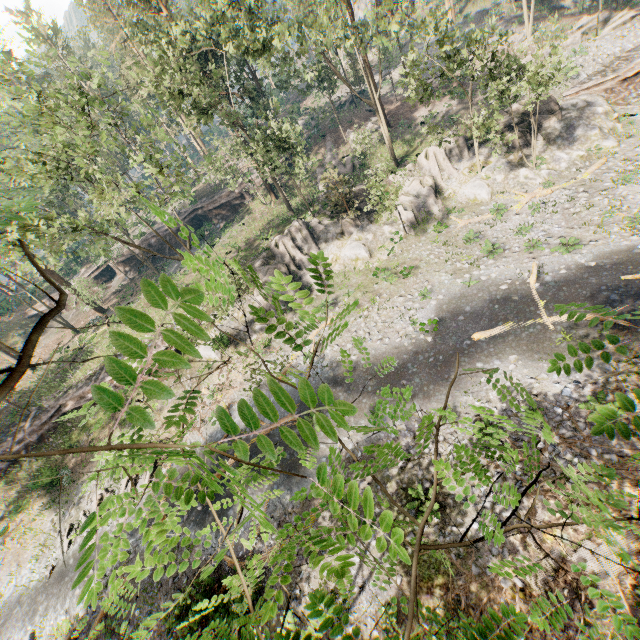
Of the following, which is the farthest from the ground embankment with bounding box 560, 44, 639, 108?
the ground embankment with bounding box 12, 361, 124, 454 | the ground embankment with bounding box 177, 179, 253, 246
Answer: the ground embankment with bounding box 12, 361, 124, 454

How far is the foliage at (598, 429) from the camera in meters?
1.8 m

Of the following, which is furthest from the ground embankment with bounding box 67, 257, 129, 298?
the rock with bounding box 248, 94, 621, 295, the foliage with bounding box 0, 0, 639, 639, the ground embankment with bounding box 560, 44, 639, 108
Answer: the ground embankment with bounding box 560, 44, 639, 108

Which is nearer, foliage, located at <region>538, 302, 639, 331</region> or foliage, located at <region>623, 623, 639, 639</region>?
foliage, located at <region>623, 623, 639, 639</region>

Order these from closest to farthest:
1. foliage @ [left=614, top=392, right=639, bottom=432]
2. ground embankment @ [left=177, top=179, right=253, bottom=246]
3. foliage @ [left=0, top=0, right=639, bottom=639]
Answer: foliage @ [left=0, top=0, right=639, bottom=639], foliage @ [left=614, top=392, right=639, bottom=432], ground embankment @ [left=177, top=179, right=253, bottom=246]

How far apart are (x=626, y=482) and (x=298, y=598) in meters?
13.6 m

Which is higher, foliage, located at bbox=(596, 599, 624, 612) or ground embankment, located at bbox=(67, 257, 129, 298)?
foliage, located at bbox=(596, 599, 624, 612)

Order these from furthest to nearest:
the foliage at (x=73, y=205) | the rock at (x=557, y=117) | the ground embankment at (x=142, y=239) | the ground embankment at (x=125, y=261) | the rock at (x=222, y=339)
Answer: the ground embankment at (x=125, y=261)
the ground embankment at (x=142, y=239)
the rock at (x=222, y=339)
the rock at (x=557, y=117)
the foliage at (x=73, y=205)
